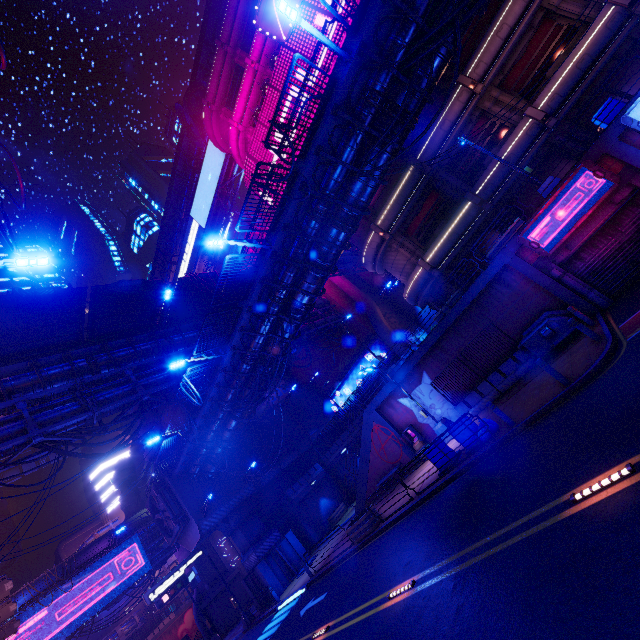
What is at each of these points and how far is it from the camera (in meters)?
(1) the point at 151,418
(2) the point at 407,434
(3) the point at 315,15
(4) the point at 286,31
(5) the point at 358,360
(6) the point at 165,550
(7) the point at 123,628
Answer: (1) building, 34.81
(2) atm, 20.48
(3) sign, 23.12
(4) sign, 24.70
(5) building, 37.16
(6) pipe, 40.00
(7) pipe, 48.41

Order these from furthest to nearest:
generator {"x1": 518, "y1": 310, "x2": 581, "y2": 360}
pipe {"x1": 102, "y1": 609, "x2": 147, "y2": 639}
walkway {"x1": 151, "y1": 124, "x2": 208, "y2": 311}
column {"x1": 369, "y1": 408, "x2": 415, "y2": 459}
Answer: pipe {"x1": 102, "y1": 609, "x2": 147, "y2": 639} → walkway {"x1": 151, "y1": 124, "x2": 208, "y2": 311} → column {"x1": 369, "y1": 408, "x2": 415, "y2": 459} → generator {"x1": 518, "y1": 310, "x2": 581, "y2": 360}

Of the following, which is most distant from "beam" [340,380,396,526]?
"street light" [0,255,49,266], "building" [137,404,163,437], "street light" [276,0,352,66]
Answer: "street light" [0,255,49,266]

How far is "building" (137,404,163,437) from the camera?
34.08m

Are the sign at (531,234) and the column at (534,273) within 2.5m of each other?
yes

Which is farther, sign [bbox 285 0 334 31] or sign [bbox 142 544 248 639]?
sign [bbox 142 544 248 639]

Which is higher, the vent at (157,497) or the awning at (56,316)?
the awning at (56,316)

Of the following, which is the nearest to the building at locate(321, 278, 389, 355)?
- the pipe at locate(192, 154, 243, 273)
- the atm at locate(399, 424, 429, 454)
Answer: the pipe at locate(192, 154, 243, 273)
